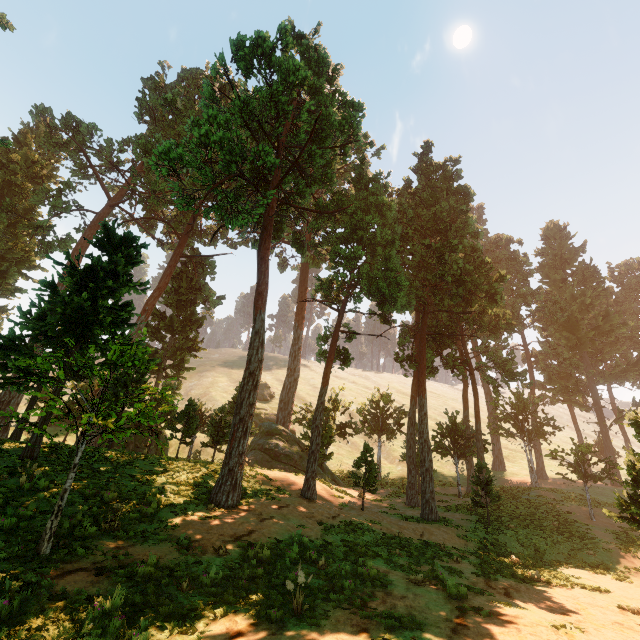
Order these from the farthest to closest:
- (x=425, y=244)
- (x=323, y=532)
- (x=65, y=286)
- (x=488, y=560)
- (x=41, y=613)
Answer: (x=65, y=286), (x=425, y=244), (x=488, y=560), (x=323, y=532), (x=41, y=613)
